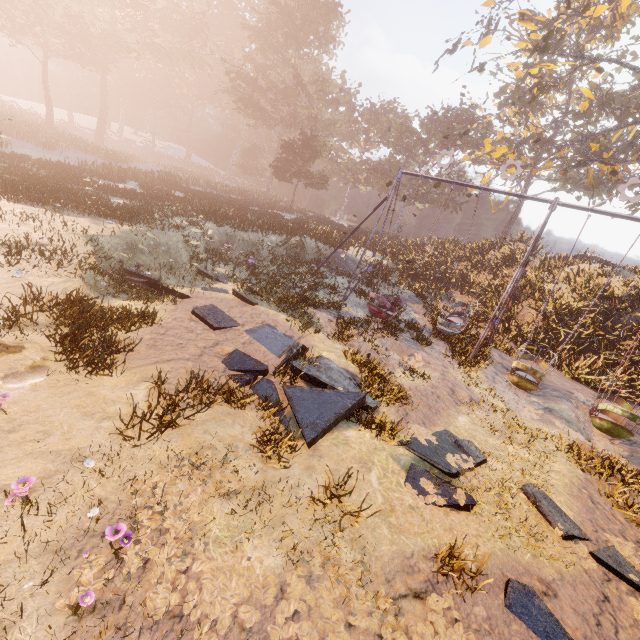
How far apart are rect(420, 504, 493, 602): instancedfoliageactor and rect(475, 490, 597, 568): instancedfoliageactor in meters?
0.2

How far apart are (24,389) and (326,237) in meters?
21.0

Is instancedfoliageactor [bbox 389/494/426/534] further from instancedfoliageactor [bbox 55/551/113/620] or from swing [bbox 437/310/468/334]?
swing [bbox 437/310/468/334]

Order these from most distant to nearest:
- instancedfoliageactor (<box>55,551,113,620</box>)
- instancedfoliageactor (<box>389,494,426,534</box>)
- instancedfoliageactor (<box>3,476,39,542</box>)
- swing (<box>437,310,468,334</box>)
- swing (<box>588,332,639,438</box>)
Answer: swing (<box>437,310,468,334</box>) → swing (<box>588,332,639,438</box>) → instancedfoliageactor (<box>389,494,426,534</box>) → instancedfoliageactor (<box>3,476,39,542</box>) → instancedfoliageactor (<box>55,551,113,620</box>)

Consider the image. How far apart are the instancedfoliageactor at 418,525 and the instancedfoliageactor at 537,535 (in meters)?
0.21

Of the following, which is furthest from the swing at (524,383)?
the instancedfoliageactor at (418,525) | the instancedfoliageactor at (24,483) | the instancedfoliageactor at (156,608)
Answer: the instancedfoliageactor at (24,483)

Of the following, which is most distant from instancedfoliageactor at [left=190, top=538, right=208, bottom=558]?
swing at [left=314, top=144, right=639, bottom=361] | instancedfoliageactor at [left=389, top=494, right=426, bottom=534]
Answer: swing at [left=314, top=144, right=639, bottom=361]
